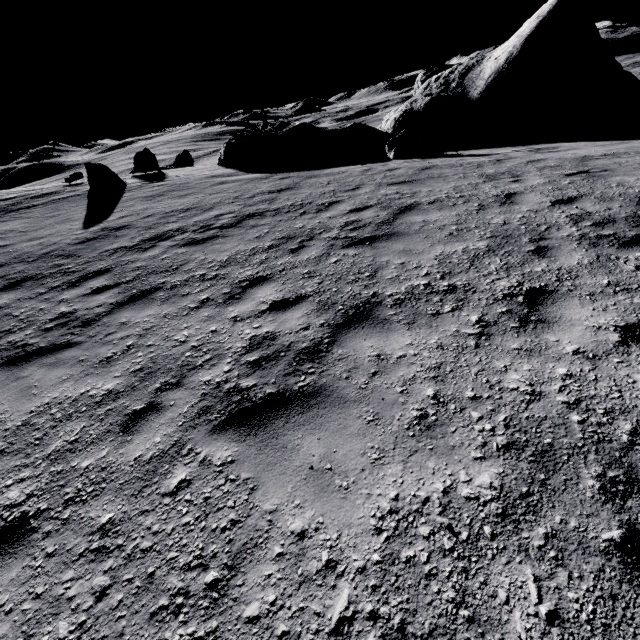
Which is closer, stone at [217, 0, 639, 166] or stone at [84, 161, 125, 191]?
stone at [217, 0, 639, 166]

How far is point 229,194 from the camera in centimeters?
1134cm

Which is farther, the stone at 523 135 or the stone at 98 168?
the stone at 98 168

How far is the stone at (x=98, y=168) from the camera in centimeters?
1500cm

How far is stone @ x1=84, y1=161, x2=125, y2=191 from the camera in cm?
1500
